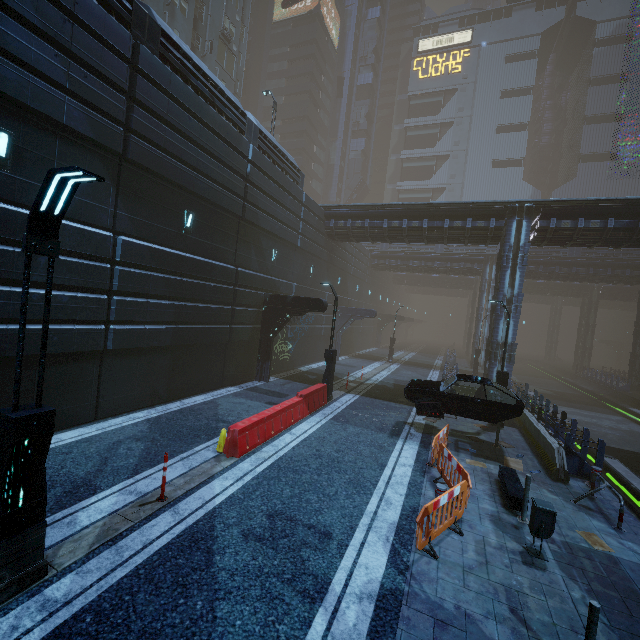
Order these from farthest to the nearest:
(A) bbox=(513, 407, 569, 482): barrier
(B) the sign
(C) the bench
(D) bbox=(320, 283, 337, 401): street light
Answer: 1. (B) the sign
2. (D) bbox=(320, 283, 337, 401): street light
3. (A) bbox=(513, 407, 569, 482): barrier
4. (C) the bench

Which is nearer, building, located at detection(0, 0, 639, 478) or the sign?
building, located at detection(0, 0, 639, 478)

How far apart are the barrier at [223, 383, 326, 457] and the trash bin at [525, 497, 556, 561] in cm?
682

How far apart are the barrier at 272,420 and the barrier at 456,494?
4.86m

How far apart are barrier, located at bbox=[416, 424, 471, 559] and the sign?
75.3m

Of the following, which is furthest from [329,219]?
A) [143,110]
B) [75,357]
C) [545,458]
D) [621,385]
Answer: [621,385]

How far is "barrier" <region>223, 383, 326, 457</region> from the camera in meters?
8.8 m

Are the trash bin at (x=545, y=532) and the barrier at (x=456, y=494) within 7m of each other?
yes
